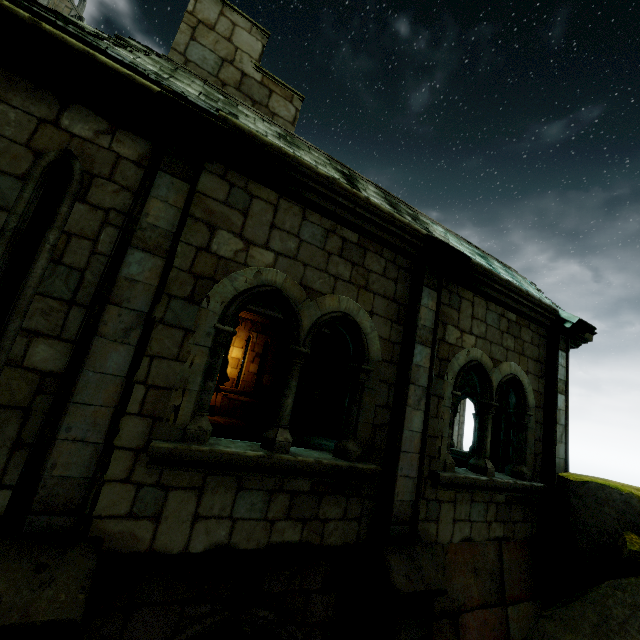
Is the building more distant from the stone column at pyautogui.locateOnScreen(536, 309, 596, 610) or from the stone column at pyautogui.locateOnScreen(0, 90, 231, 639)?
the stone column at pyautogui.locateOnScreen(536, 309, 596, 610)

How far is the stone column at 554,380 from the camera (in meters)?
5.39

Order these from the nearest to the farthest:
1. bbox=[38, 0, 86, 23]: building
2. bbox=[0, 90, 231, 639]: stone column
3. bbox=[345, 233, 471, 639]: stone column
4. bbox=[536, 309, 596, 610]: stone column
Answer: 1. bbox=[0, 90, 231, 639]: stone column
2. bbox=[345, 233, 471, 639]: stone column
3. bbox=[536, 309, 596, 610]: stone column
4. bbox=[38, 0, 86, 23]: building

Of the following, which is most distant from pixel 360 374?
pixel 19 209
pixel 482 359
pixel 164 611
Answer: pixel 19 209

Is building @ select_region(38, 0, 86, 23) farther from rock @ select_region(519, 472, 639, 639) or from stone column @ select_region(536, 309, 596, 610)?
rock @ select_region(519, 472, 639, 639)

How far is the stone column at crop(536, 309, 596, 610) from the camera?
5.4 meters

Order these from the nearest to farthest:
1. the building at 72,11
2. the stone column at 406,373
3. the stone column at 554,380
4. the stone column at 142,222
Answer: the stone column at 142,222 → the stone column at 406,373 → the stone column at 554,380 → the building at 72,11

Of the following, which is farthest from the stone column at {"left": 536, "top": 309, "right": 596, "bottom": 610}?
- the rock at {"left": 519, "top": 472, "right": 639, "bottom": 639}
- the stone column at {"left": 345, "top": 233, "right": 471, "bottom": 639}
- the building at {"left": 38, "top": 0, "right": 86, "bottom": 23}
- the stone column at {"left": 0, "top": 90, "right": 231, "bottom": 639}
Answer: the building at {"left": 38, "top": 0, "right": 86, "bottom": 23}
